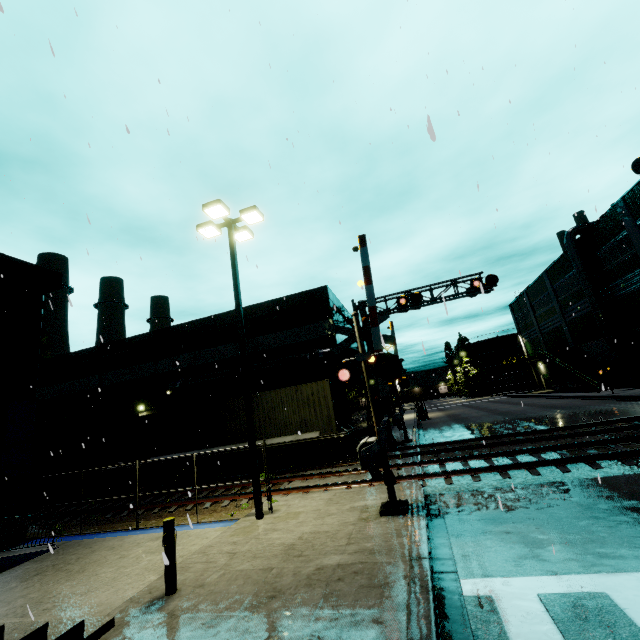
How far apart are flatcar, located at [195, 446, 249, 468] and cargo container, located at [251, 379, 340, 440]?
0.00m

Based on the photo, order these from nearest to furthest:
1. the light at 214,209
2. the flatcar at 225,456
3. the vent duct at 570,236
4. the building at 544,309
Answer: the light at 214,209, the flatcar at 225,456, the building at 544,309, the vent duct at 570,236

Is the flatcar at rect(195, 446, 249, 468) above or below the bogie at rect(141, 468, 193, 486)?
above

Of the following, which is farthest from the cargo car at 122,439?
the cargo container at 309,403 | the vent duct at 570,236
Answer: the vent duct at 570,236

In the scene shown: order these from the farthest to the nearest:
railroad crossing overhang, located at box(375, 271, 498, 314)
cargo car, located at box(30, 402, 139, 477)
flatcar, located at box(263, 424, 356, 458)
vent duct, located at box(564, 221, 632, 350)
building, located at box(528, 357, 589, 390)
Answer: building, located at box(528, 357, 589, 390) → vent duct, located at box(564, 221, 632, 350) → cargo car, located at box(30, 402, 139, 477) → railroad crossing overhang, located at box(375, 271, 498, 314) → flatcar, located at box(263, 424, 356, 458)

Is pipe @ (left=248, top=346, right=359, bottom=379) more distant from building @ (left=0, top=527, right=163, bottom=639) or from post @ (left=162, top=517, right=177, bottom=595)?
post @ (left=162, top=517, right=177, bottom=595)

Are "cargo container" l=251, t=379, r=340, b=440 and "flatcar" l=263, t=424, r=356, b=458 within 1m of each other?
yes

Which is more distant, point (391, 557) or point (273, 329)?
point (273, 329)
